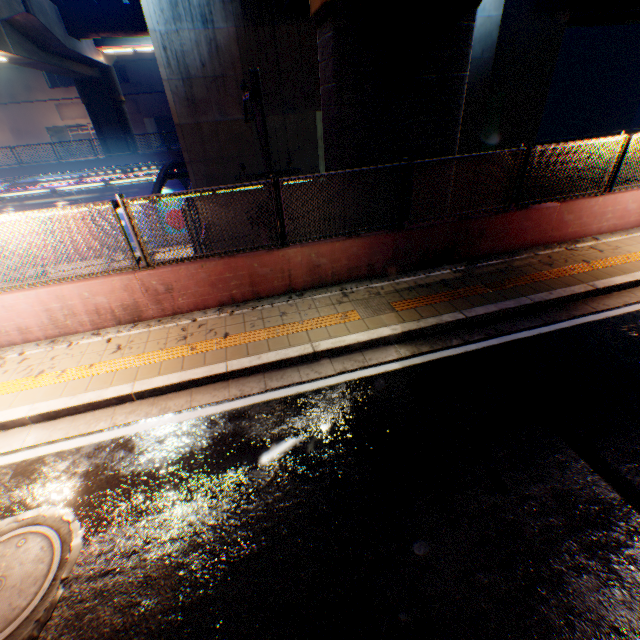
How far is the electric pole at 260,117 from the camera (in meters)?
6.40

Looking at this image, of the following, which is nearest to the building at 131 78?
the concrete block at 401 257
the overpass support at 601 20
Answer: the overpass support at 601 20

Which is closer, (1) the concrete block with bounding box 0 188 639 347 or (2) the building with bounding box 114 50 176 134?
(1) the concrete block with bounding box 0 188 639 347

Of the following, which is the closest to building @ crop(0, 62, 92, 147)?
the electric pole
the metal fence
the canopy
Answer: the metal fence

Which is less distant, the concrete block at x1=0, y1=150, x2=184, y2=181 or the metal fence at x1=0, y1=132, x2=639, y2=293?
the metal fence at x1=0, y1=132, x2=639, y2=293

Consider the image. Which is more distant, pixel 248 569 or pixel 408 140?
pixel 408 140

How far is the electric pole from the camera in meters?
6.4 m

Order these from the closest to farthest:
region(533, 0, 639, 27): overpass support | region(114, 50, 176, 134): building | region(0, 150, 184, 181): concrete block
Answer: region(533, 0, 639, 27): overpass support
region(0, 150, 184, 181): concrete block
region(114, 50, 176, 134): building
